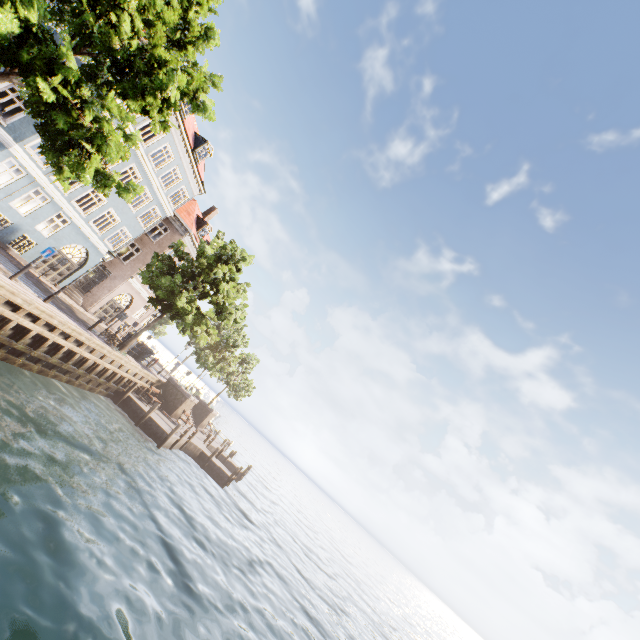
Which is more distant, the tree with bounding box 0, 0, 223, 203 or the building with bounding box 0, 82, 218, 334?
the building with bounding box 0, 82, 218, 334

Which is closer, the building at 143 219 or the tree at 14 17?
the tree at 14 17

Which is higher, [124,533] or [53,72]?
[53,72]
